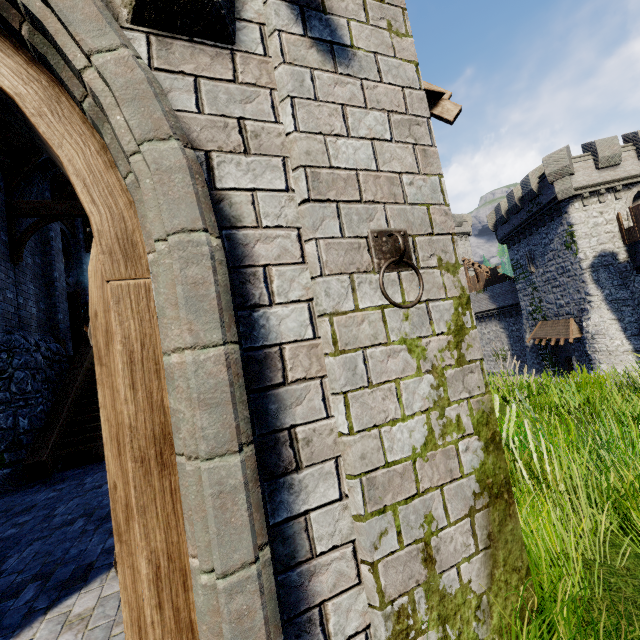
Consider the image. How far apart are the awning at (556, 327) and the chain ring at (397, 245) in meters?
26.8 m

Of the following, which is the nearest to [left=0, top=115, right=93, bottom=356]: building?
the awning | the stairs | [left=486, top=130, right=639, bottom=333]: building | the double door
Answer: the double door

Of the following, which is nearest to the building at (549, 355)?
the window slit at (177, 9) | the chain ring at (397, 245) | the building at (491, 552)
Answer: the building at (491, 552)

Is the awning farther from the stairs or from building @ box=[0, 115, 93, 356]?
the stairs

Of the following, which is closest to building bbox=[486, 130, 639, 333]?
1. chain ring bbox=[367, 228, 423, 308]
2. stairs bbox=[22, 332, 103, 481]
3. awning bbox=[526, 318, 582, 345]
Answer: awning bbox=[526, 318, 582, 345]

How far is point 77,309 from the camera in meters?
12.4 m

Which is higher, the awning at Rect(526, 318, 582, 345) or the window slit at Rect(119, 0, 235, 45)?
the window slit at Rect(119, 0, 235, 45)

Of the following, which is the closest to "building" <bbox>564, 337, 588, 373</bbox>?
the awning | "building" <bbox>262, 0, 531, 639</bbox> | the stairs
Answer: the awning
